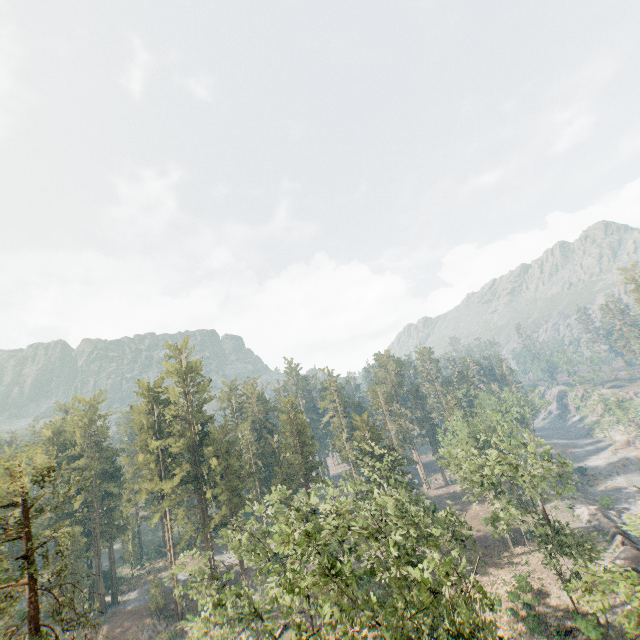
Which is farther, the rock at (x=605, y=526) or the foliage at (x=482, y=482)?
the rock at (x=605, y=526)

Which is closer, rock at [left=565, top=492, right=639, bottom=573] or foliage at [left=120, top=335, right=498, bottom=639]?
foliage at [left=120, top=335, right=498, bottom=639]

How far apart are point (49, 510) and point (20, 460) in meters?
3.3 m

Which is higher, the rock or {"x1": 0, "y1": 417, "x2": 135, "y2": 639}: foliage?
{"x1": 0, "y1": 417, "x2": 135, "y2": 639}: foliage

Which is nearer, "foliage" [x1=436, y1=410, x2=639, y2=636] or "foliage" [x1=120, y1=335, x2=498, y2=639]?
"foliage" [x1=120, y1=335, x2=498, y2=639]

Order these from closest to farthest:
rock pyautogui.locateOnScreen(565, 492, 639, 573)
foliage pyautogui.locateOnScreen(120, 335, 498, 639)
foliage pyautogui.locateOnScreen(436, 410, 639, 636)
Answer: foliage pyautogui.locateOnScreen(120, 335, 498, 639) < foliage pyautogui.locateOnScreen(436, 410, 639, 636) < rock pyautogui.locateOnScreen(565, 492, 639, 573)
